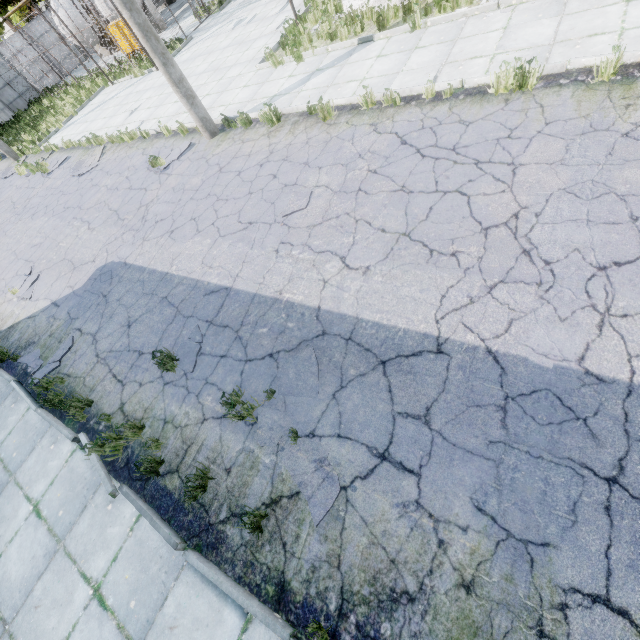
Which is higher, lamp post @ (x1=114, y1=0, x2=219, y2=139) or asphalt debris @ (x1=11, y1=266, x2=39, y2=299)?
lamp post @ (x1=114, y1=0, x2=219, y2=139)

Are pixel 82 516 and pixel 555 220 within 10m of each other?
yes

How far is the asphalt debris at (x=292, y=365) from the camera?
4.2 meters

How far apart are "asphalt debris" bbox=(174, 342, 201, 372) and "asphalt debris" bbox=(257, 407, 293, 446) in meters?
1.6 m

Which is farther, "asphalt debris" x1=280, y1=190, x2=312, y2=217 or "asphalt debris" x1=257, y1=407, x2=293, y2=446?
"asphalt debris" x1=280, y1=190, x2=312, y2=217

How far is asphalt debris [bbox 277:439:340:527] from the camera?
3.4 meters

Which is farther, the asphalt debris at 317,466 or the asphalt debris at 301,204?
the asphalt debris at 301,204

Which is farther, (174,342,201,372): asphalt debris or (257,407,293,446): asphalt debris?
(174,342,201,372): asphalt debris
